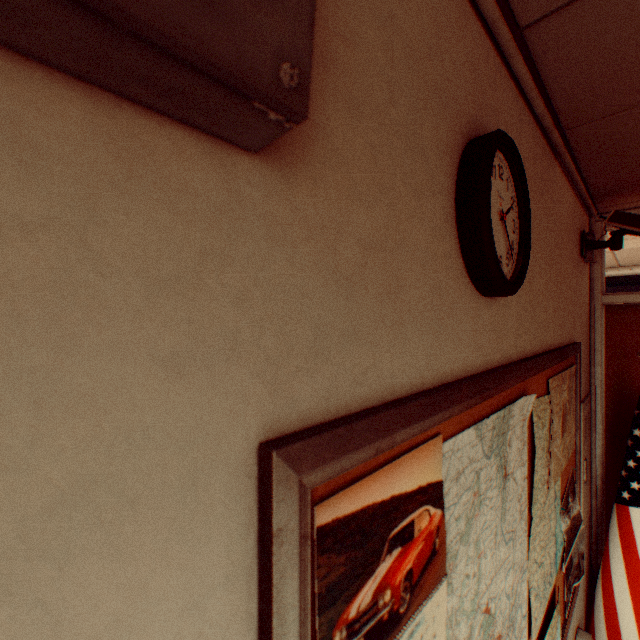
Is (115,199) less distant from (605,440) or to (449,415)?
(449,415)

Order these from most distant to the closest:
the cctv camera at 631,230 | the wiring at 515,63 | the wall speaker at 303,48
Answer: the cctv camera at 631,230, the wiring at 515,63, the wall speaker at 303,48

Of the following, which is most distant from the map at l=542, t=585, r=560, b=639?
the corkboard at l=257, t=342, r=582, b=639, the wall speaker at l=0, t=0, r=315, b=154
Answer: the wall speaker at l=0, t=0, r=315, b=154

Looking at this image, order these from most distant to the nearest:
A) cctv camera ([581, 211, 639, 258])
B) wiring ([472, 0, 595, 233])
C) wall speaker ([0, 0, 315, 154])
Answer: cctv camera ([581, 211, 639, 258]) < wiring ([472, 0, 595, 233]) < wall speaker ([0, 0, 315, 154])

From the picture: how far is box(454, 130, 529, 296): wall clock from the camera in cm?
69

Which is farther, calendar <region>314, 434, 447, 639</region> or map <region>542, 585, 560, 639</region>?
map <region>542, 585, 560, 639</region>

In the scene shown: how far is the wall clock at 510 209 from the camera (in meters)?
0.69

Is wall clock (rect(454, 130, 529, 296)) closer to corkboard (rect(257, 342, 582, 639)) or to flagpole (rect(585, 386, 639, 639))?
corkboard (rect(257, 342, 582, 639))
